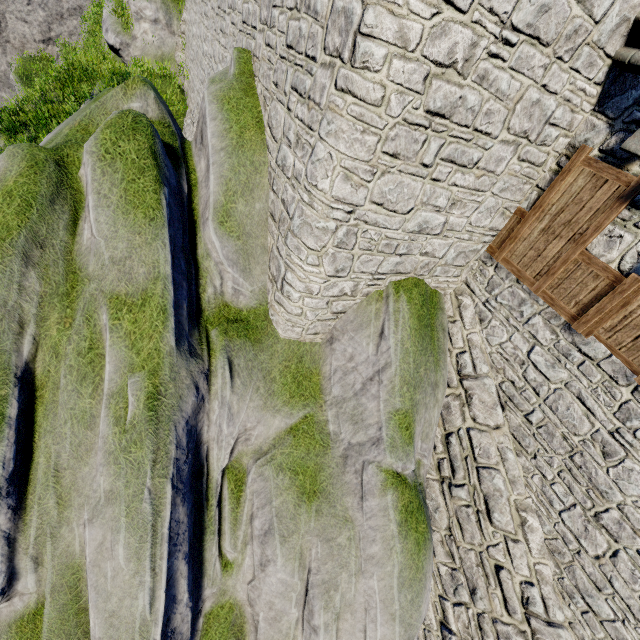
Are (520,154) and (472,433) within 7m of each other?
yes
